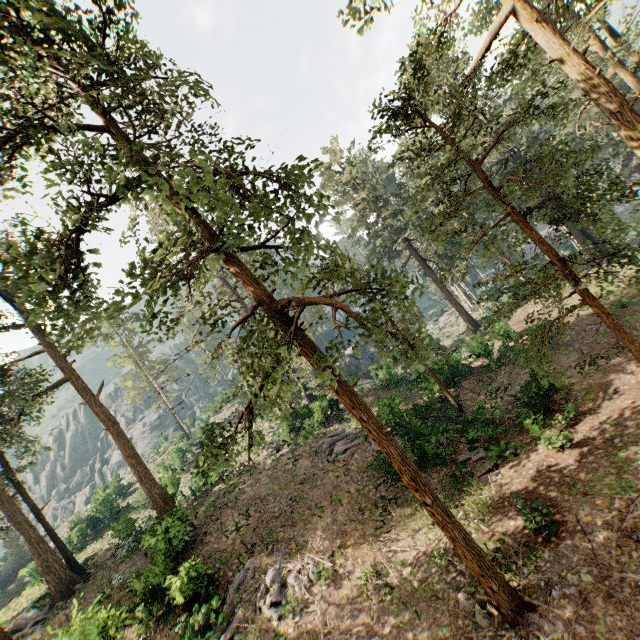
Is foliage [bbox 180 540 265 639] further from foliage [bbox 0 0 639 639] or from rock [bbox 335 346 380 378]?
rock [bbox 335 346 380 378]

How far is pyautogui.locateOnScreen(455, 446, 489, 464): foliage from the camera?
16.92m

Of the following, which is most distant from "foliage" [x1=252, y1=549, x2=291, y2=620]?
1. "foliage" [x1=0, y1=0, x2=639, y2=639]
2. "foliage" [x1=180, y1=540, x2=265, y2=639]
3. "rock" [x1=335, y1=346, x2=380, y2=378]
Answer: "rock" [x1=335, y1=346, x2=380, y2=378]

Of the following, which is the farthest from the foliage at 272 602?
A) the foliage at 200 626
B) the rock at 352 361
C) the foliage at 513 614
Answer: the rock at 352 361

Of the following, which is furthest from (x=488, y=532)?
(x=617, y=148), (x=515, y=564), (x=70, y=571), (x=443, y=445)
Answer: (x=617, y=148)

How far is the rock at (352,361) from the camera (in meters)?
38.22

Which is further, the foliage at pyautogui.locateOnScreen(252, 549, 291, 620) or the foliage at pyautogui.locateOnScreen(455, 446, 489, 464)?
the foliage at pyautogui.locateOnScreen(455, 446, 489, 464)
